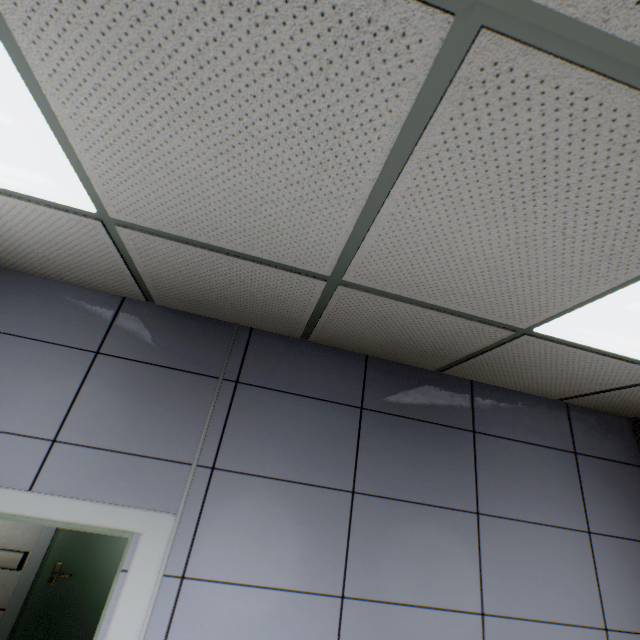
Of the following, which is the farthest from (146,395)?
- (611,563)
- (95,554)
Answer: (95,554)
